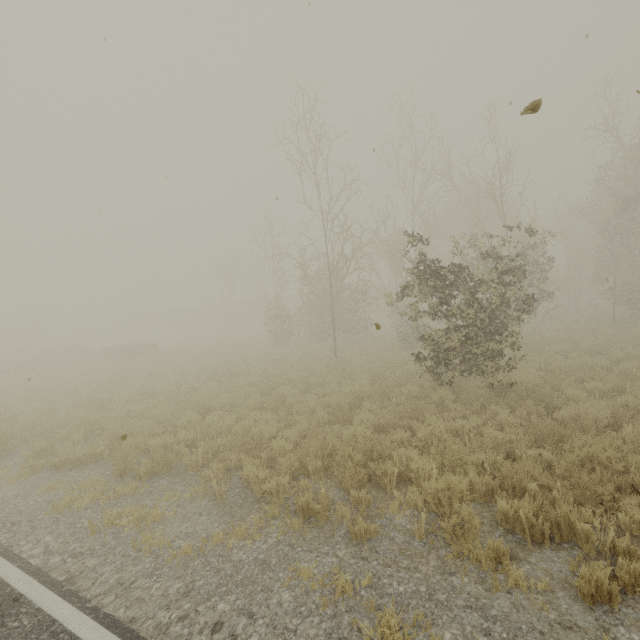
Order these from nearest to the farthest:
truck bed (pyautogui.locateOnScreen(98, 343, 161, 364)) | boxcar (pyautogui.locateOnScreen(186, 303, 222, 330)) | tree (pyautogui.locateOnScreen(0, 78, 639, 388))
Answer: tree (pyautogui.locateOnScreen(0, 78, 639, 388)) → truck bed (pyautogui.locateOnScreen(98, 343, 161, 364)) → boxcar (pyautogui.locateOnScreen(186, 303, 222, 330))

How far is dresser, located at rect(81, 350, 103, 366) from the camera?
26.62m

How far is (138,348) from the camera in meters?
27.9

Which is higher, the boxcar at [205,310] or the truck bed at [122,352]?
the boxcar at [205,310]

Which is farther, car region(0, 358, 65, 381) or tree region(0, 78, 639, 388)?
car region(0, 358, 65, 381)

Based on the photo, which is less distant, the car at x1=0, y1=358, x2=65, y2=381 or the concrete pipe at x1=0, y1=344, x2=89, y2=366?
the car at x1=0, y1=358, x2=65, y2=381

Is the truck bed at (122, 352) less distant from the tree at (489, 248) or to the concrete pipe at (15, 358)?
the concrete pipe at (15, 358)

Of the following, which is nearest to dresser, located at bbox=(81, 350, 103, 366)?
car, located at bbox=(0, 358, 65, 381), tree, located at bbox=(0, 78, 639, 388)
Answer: car, located at bbox=(0, 358, 65, 381)
